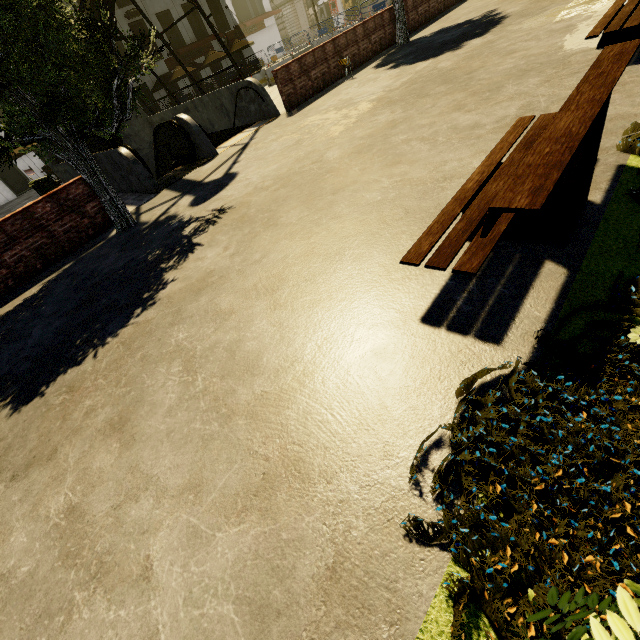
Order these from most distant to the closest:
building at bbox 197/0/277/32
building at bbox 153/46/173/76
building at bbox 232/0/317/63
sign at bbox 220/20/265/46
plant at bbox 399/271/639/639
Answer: building at bbox 232/0/317/63, sign at bbox 220/20/265/46, building at bbox 197/0/277/32, building at bbox 153/46/173/76, plant at bbox 399/271/639/639

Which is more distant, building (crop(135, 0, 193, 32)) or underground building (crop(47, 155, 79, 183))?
building (crop(135, 0, 193, 32))

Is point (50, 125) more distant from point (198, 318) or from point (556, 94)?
point (556, 94)

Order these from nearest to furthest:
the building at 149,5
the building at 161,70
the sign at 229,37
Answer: Answer: the building at 149,5, the building at 161,70, the sign at 229,37

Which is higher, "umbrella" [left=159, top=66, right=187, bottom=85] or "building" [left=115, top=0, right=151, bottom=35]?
"building" [left=115, top=0, right=151, bottom=35]

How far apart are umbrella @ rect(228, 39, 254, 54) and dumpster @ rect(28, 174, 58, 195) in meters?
21.2 m

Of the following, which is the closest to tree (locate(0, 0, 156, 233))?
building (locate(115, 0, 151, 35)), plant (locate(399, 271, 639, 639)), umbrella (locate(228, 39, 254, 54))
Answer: plant (locate(399, 271, 639, 639))

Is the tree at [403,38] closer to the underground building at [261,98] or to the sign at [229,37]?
the underground building at [261,98]
